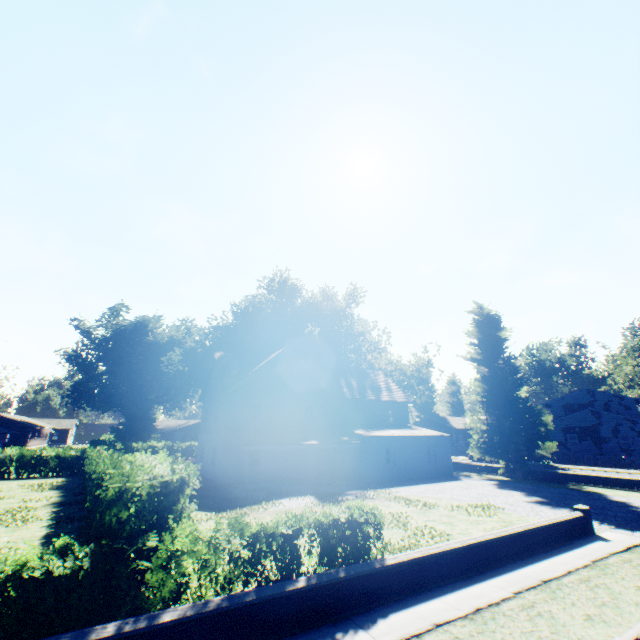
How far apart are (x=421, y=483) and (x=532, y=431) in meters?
10.7 m

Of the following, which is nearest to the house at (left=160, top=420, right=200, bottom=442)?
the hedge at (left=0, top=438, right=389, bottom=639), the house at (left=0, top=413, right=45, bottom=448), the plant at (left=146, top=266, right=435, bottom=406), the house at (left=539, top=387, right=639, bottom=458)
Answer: the plant at (left=146, top=266, right=435, bottom=406)

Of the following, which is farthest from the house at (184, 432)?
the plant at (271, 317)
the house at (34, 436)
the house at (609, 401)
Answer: the house at (609, 401)

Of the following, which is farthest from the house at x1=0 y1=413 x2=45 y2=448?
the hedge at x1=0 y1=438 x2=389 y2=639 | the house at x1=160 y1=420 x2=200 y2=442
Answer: the house at x1=160 y1=420 x2=200 y2=442

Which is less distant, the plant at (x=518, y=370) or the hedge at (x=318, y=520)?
the hedge at (x=318, y=520)

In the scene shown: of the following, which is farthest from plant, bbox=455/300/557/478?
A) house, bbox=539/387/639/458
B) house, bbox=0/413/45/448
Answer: house, bbox=0/413/45/448

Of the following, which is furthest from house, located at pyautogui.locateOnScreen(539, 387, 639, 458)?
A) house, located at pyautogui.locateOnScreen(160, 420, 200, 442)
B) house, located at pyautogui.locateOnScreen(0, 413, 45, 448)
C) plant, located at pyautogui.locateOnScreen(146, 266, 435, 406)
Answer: house, located at pyautogui.locateOnScreen(0, 413, 45, 448)

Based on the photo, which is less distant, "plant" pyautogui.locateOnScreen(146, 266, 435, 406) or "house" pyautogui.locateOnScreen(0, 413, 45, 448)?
"plant" pyautogui.locateOnScreen(146, 266, 435, 406)
